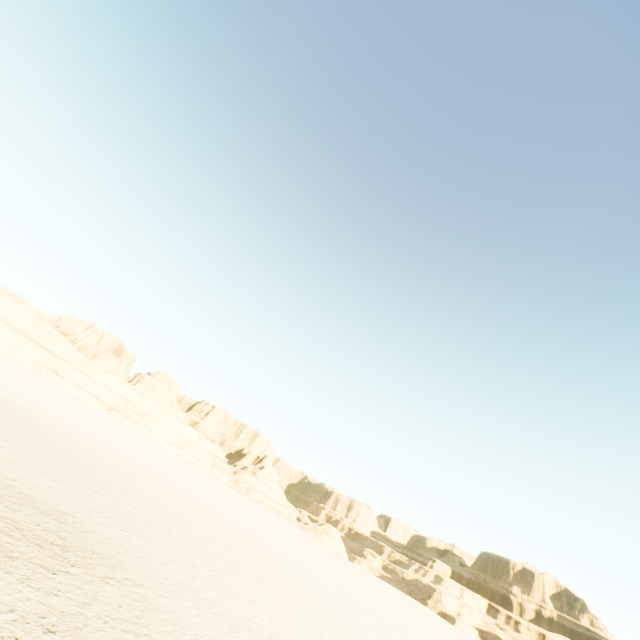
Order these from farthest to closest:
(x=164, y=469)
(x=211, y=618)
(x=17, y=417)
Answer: (x=164, y=469)
(x=17, y=417)
(x=211, y=618)
